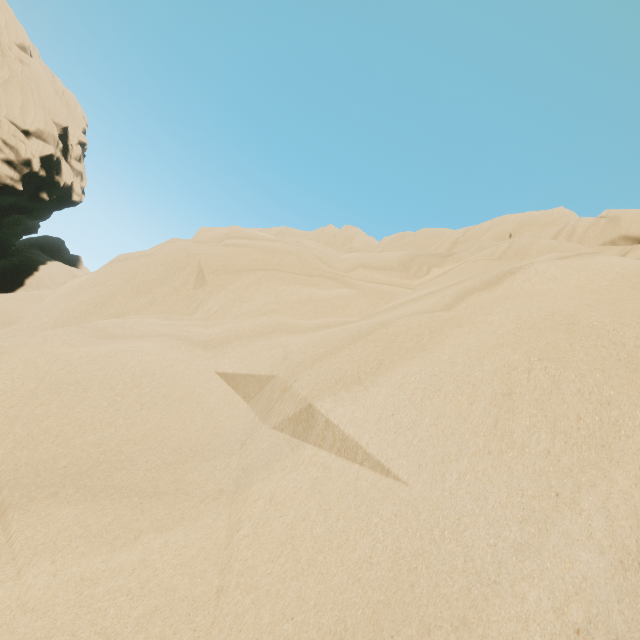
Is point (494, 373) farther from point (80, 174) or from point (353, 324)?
point (80, 174)
